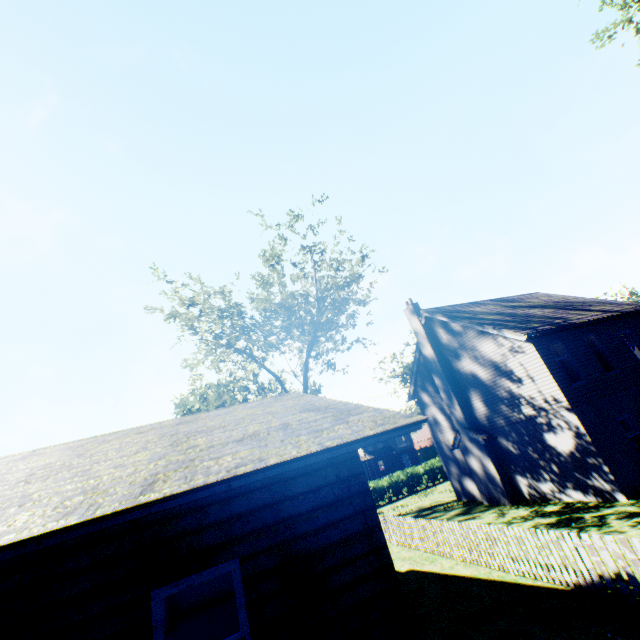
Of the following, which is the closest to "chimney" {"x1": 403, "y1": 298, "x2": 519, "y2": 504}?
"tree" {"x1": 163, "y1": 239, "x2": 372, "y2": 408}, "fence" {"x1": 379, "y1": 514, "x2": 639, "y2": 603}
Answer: "fence" {"x1": 379, "y1": 514, "x2": 639, "y2": 603}

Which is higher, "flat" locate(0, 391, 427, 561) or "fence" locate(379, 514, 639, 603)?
"flat" locate(0, 391, 427, 561)

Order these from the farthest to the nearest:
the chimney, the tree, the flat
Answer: the tree
the chimney
the flat

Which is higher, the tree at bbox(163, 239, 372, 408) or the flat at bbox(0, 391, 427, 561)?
the tree at bbox(163, 239, 372, 408)

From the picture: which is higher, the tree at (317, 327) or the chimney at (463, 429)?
the tree at (317, 327)

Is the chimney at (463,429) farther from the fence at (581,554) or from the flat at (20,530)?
the flat at (20,530)

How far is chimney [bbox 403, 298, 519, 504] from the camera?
16.73m

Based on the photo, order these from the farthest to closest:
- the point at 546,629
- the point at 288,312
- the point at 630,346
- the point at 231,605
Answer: the point at 288,312 → the point at 630,346 → the point at 231,605 → the point at 546,629
